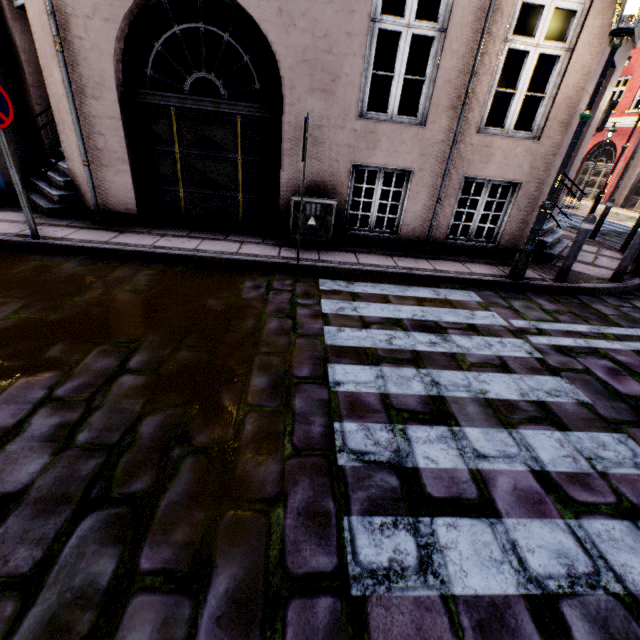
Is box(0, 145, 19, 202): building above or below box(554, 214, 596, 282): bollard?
below

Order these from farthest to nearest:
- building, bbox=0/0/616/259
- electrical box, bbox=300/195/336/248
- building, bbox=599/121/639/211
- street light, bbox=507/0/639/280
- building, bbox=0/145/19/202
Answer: building, bbox=599/121/639/211
building, bbox=0/145/19/202
electrical box, bbox=300/195/336/248
building, bbox=0/0/616/259
street light, bbox=507/0/639/280

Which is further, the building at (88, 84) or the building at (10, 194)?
the building at (10, 194)

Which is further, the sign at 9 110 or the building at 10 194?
the building at 10 194

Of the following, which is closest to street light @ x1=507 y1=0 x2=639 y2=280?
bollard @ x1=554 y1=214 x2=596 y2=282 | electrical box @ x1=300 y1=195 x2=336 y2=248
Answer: bollard @ x1=554 y1=214 x2=596 y2=282

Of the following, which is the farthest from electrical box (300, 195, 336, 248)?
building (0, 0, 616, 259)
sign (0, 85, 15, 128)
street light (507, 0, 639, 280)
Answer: sign (0, 85, 15, 128)

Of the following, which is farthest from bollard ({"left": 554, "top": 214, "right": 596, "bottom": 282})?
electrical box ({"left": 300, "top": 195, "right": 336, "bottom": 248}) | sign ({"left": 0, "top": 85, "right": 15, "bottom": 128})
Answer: sign ({"left": 0, "top": 85, "right": 15, "bottom": 128})

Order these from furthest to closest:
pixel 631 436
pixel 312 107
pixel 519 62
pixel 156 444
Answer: pixel 519 62
pixel 312 107
pixel 631 436
pixel 156 444
